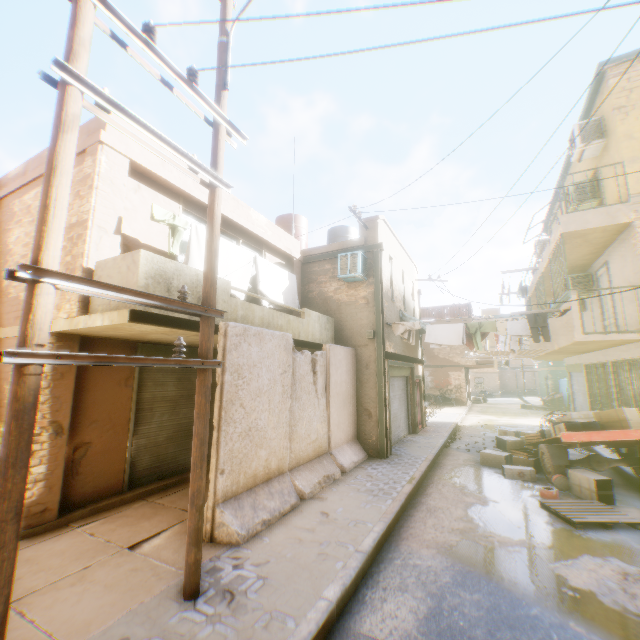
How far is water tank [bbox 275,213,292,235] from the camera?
14.84m

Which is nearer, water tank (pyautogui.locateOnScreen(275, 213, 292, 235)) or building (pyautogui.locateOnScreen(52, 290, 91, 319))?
building (pyautogui.locateOnScreen(52, 290, 91, 319))

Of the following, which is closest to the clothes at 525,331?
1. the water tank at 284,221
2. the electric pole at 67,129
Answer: the electric pole at 67,129

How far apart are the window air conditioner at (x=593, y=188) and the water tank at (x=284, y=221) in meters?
9.6

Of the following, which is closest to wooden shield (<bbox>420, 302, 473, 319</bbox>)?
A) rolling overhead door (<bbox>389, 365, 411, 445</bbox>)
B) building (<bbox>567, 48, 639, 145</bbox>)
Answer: building (<bbox>567, 48, 639, 145</bbox>)

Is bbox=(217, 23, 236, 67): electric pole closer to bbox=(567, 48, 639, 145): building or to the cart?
bbox=(567, 48, 639, 145): building

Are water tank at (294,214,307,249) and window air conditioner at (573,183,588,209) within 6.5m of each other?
no

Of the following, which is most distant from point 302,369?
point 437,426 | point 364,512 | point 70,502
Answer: point 437,426
